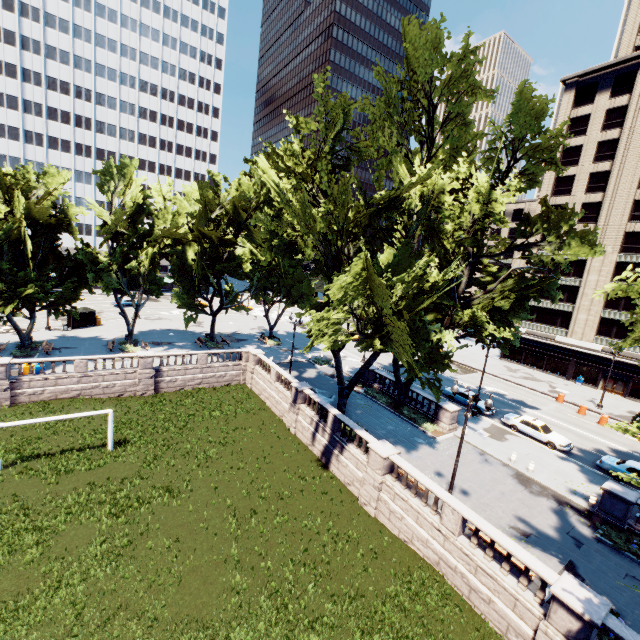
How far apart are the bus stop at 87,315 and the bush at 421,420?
42.43m

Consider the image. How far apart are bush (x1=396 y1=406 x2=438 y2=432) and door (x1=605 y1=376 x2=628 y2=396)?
33.7 meters

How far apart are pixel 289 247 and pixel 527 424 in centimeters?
2562cm

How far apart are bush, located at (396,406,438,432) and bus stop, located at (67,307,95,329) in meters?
42.4

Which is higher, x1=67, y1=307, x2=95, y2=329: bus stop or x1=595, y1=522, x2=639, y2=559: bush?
x1=67, y1=307, x2=95, y2=329: bus stop

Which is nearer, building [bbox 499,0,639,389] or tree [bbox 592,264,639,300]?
tree [bbox 592,264,639,300]

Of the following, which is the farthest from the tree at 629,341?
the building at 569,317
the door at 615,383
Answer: the door at 615,383
